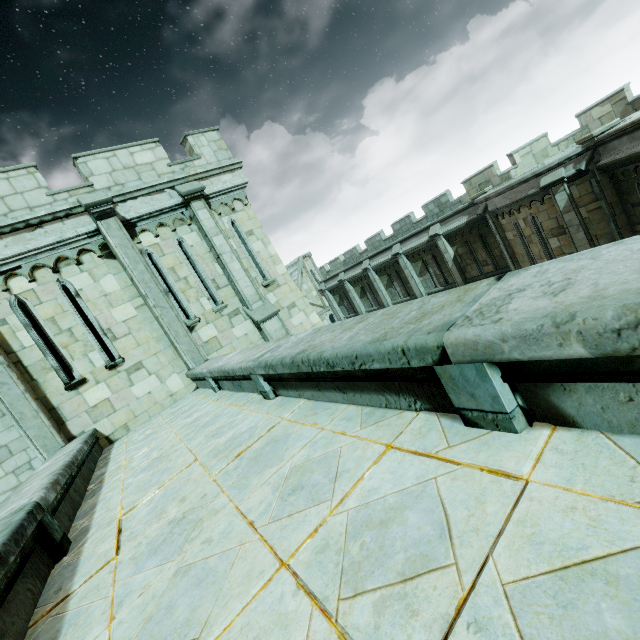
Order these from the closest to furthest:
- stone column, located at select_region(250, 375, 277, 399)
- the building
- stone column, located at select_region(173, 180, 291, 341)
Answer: stone column, located at select_region(250, 375, 277, 399), stone column, located at select_region(173, 180, 291, 341), the building

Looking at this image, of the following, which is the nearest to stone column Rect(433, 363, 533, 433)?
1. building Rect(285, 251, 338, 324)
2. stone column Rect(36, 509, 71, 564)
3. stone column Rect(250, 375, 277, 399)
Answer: stone column Rect(250, 375, 277, 399)

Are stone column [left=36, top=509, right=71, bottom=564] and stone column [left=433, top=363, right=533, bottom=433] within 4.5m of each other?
yes

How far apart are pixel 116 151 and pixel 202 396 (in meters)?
7.53

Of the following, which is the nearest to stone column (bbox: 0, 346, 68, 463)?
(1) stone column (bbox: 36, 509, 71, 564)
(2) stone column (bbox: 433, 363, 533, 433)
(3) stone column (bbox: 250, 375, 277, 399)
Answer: (1) stone column (bbox: 36, 509, 71, 564)

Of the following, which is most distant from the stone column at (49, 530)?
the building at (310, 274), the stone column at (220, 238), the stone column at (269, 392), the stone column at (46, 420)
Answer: the building at (310, 274)

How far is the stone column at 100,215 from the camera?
8.32m

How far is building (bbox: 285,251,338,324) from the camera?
33.1 meters
